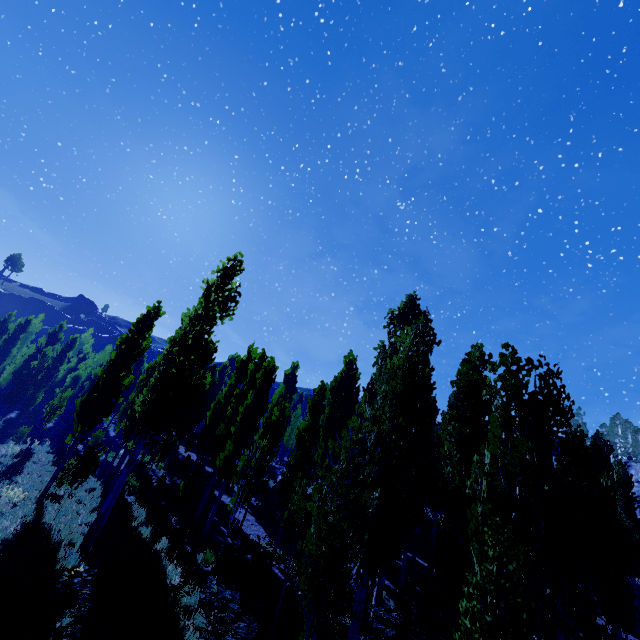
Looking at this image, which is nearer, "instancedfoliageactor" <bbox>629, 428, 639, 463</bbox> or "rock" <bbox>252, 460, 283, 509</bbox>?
"rock" <bbox>252, 460, 283, 509</bbox>

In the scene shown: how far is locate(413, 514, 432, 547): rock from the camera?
25.2 meters

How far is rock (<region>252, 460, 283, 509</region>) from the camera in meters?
21.8

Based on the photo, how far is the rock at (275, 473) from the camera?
21.83m

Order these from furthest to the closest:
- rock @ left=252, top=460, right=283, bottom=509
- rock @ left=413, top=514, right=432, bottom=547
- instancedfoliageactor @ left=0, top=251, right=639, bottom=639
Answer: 1. rock @ left=413, top=514, right=432, bottom=547
2. rock @ left=252, top=460, right=283, bottom=509
3. instancedfoliageactor @ left=0, top=251, right=639, bottom=639

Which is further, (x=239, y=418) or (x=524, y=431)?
(x=239, y=418)

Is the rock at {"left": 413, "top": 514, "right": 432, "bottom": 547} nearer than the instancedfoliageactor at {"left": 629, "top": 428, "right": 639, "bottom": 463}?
Yes

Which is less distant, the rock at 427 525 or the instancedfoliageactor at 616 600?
the instancedfoliageactor at 616 600
